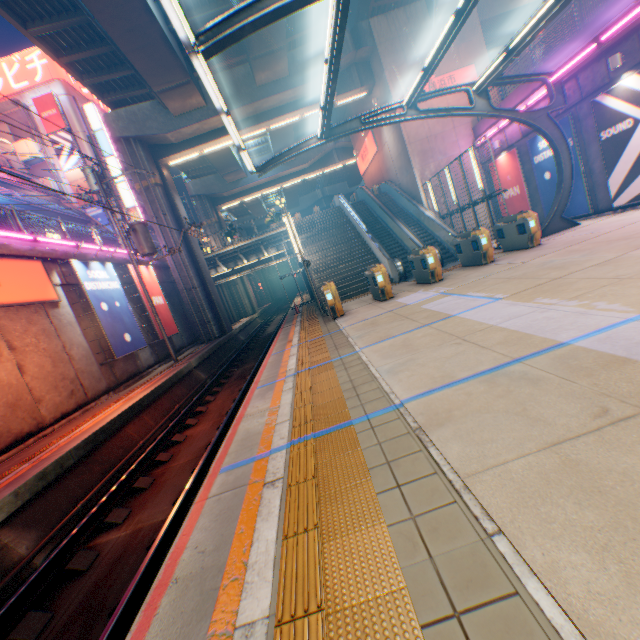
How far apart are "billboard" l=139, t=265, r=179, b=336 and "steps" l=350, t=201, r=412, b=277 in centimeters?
1335cm

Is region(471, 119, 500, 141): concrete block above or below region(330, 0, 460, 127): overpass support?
below

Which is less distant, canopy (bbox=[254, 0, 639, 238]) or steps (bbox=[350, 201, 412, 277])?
canopy (bbox=[254, 0, 639, 238])

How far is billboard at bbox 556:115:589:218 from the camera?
14.0m

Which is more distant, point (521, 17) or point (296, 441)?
point (521, 17)

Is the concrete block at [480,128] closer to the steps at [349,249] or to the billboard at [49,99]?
the steps at [349,249]

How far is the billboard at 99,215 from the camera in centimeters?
4072cm

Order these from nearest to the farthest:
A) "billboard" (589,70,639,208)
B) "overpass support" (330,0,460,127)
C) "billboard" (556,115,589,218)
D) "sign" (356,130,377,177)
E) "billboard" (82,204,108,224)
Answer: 1. "billboard" (589,70,639,208)
2. "billboard" (556,115,589,218)
3. "overpass support" (330,0,460,127)
4. "sign" (356,130,377,177)
5. "billboard" (82,204,108,224)
